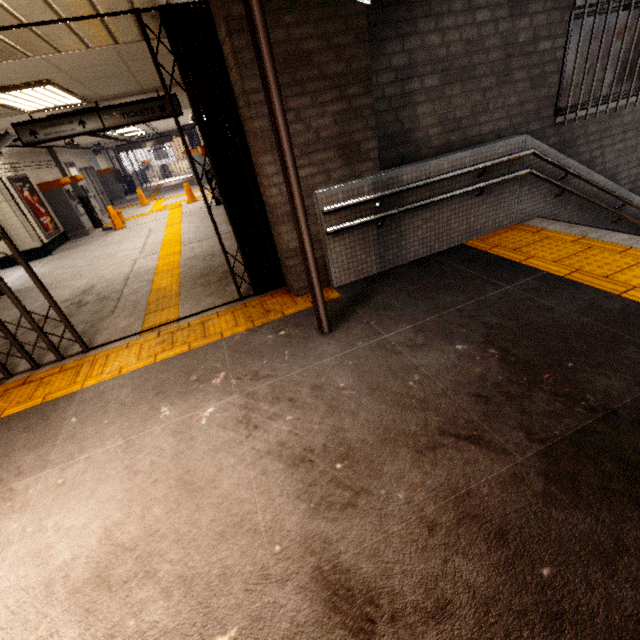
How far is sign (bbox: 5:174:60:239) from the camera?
9.1 meters

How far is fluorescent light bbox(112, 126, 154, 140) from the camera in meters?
11.9 m

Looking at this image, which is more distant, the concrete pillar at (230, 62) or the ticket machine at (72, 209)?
the ticket machine at (72, 209)

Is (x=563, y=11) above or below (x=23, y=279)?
above

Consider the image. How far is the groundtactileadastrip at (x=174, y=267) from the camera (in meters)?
4.48

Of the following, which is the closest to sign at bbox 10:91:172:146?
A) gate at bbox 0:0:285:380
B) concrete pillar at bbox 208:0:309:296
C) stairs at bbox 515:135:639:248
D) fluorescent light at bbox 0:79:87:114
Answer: fluorescent light at bbox 0:79:87:114

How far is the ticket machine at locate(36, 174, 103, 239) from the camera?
10.5m

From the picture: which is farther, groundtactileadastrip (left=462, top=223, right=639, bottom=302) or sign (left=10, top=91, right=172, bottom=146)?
sign (left=10, top=91, right=172, bottom=146)
